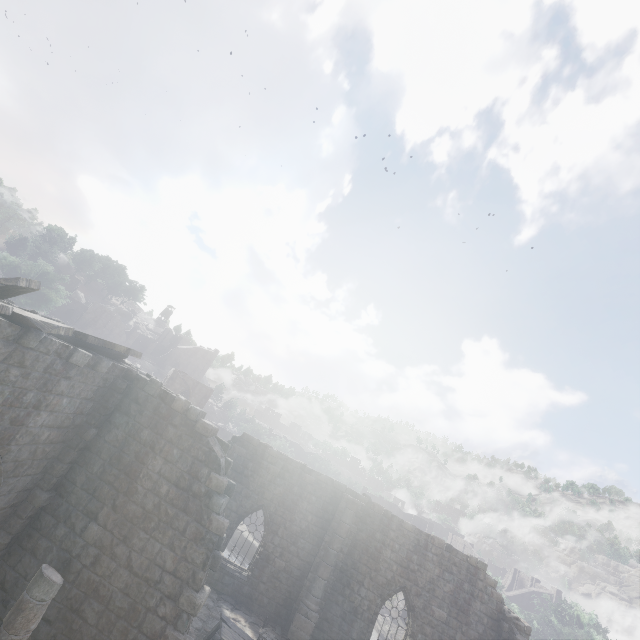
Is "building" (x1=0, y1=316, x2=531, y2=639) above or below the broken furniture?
above

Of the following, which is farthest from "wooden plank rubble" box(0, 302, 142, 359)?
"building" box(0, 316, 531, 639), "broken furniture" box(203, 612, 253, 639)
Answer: "broken furniture" box(203, 612, 253, 639)

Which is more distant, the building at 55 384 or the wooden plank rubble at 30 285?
the building at 55 384

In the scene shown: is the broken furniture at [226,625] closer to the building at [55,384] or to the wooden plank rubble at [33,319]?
the building at [55,384]

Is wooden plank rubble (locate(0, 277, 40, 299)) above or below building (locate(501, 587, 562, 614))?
above

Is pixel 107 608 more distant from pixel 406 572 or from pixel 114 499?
pixel 406 572

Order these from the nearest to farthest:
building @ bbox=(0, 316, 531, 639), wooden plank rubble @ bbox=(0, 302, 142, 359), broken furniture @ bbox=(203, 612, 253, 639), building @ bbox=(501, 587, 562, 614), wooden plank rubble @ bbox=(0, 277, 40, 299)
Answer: wooden plank rubble @ bbox=(0, 277, 40, 299)
wooden plank rubble @ bbox=(0, 302, 142, 359)
building @ bbox=(0, 316, 531, 639)
broken furniture @ bbox=(203, 612, 253, 639)
building @ bbox=(501, 587, 562, 614)

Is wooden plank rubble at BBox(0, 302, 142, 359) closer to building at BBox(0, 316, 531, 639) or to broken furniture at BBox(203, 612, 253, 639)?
building at BBox(0, 316, 531, 639)
